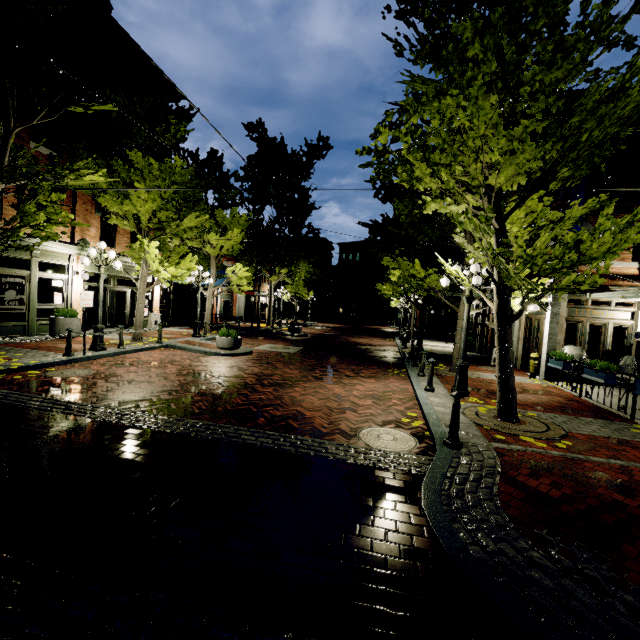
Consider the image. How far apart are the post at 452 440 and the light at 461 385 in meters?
3.5 m

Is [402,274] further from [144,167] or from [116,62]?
[116,62]

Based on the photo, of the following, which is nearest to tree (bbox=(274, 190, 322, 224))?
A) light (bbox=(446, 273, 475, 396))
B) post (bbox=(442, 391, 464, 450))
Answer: light (bbox=(446, 273, 475, 396))

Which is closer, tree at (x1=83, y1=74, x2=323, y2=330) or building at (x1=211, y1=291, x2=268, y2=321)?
tree at (x1=83, y1=74, x2=323, y2=330)

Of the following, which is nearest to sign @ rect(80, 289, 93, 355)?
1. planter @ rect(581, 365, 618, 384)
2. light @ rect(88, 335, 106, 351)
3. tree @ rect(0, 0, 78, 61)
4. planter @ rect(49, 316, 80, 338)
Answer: light @ rect(88, 335, 106, 351)

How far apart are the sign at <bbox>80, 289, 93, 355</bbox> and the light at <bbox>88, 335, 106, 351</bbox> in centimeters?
84cm

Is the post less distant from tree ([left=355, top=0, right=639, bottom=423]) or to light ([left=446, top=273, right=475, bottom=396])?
tree ([left=355, top=0, right=639, bottom=423])

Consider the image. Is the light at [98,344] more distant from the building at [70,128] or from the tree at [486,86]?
the building at [70,128]
